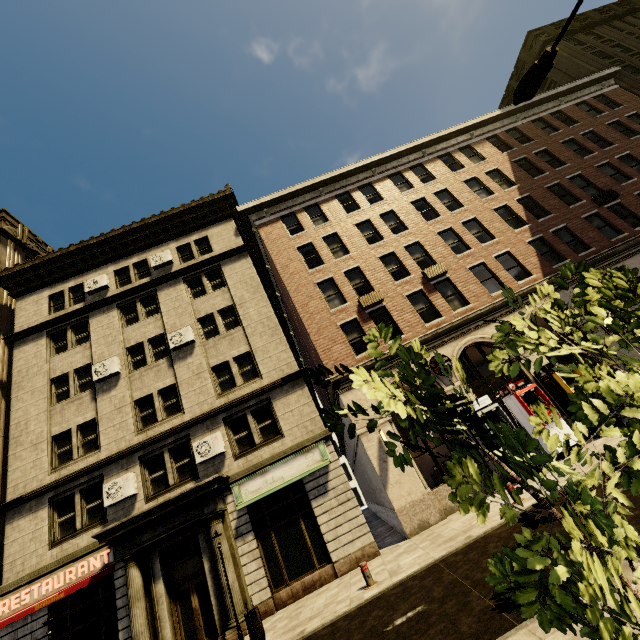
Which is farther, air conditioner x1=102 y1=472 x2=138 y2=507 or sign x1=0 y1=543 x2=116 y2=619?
air conditioner x1=102 y1=472 x2=138 y2=507

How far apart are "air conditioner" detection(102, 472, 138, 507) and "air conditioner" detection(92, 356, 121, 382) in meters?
5.0

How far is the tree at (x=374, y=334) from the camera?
2.5m

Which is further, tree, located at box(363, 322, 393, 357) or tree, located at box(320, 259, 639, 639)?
tree, located at box(363, 322, 393, 357)

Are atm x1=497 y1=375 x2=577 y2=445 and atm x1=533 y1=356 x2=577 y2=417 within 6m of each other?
yes

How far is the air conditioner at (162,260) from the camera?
A: 19.5 meters

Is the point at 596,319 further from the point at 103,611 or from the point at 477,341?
the point at 103,611

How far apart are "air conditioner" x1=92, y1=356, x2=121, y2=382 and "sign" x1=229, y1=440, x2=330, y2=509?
8.2 meters
